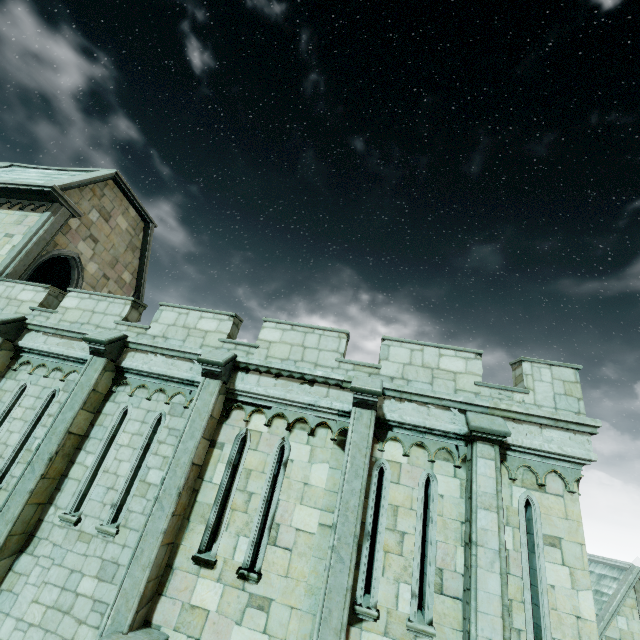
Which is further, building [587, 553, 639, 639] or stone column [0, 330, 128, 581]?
building [587, 553, 639, 639]

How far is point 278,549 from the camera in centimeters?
636cm

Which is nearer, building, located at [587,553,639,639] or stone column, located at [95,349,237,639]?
stone column, located at [95,349,237,639]

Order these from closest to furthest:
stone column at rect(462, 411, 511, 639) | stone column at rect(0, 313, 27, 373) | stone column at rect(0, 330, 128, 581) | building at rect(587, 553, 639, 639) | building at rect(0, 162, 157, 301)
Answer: stone column at rect(462, 411, 511, 639) < stone column at rect(0, 330, 128, 581) < stone column at rect(0, 313, 27, 373) < building at rect(0, 162, 157, 301) < building at rect(587, 553, 639, 639)

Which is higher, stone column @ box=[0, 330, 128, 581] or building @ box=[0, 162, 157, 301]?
building @ box=[0, 162, 157, 301]

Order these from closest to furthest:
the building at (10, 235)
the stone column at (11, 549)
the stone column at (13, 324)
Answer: the stone column at (11, 549) → the stone column at (13, 324) → the building at (10, 235)

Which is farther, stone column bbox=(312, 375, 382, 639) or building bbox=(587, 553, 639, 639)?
building bbox=(587, 553, 639, 639)

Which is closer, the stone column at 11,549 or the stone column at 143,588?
the stone column at 143,588
